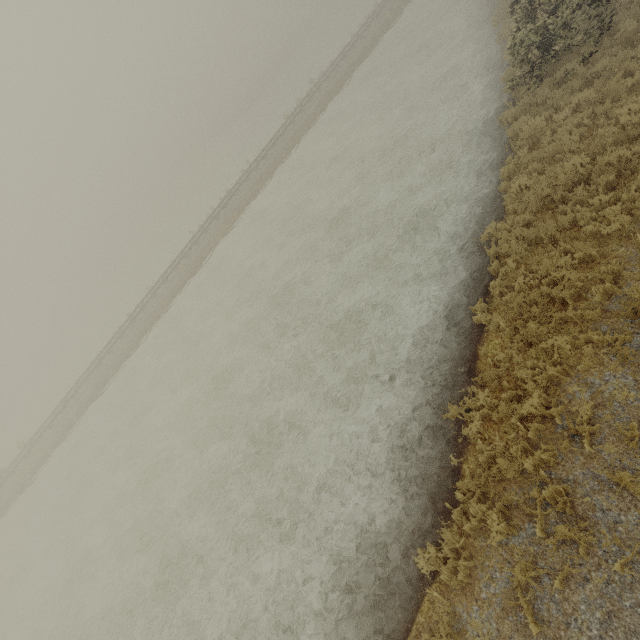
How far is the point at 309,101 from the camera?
29.8m
